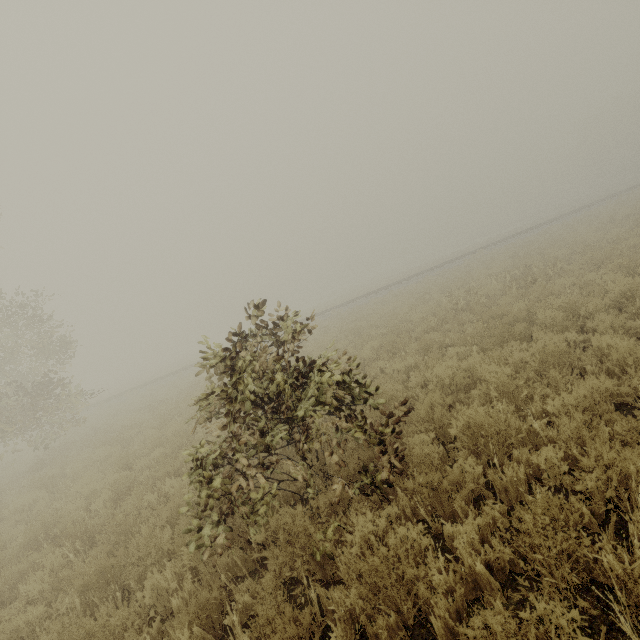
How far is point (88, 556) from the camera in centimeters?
603cm
